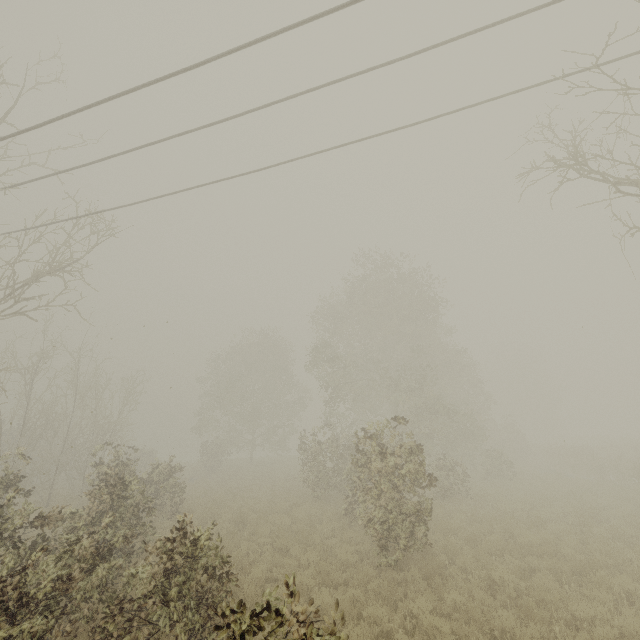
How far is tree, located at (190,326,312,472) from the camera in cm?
3216

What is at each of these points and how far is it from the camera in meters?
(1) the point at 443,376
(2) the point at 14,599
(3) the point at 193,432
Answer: (1) tree, 27.1 m
(2) tree, 4.9 m
(3) tree, 34.0 m

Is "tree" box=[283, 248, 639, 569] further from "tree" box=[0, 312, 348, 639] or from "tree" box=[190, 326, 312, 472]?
"tree" box=[0, 312, 348, 639]

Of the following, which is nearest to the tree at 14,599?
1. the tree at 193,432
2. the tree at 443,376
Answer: the tree at 193,432

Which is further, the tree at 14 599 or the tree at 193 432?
the tree at 193 432

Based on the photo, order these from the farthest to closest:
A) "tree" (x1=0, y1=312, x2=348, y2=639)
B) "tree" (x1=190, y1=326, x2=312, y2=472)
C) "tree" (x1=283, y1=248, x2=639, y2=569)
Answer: "tree" (x1=190, y1=326, x2=312, y2=472)
"tree" (x1=283, y1=248, x2=639, y2=569)
"tree" (x1=0, y1=312, x2=348, y2=639)
